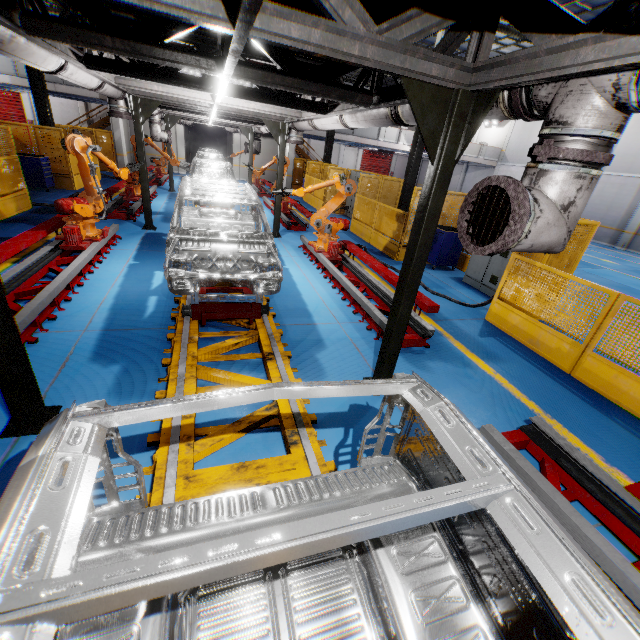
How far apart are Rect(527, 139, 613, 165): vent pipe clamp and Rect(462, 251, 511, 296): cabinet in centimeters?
514cm

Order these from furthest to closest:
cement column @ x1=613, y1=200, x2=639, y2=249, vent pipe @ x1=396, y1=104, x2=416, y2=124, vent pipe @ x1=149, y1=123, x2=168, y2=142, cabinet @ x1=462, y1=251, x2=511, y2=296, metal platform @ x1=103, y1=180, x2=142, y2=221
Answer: cement column @ x1=613, y1=200, x2=639, y2=249 < vent pipe @ x1=149, y1=123, x2=168, y2=142 < metal platform @ x1=103, y1=180, x2=142, y2=221 < cabinet @ x1=462, y1=251, x2=511, y2=296 < vent pipe @ x1=396, y1=104, x2=416, y2=124

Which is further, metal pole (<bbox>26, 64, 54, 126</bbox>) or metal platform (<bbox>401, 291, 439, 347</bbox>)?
metal pole (<bbox>26, 64, 54, 126</bbox>)

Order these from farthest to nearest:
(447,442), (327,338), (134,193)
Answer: (134,193) < (327,338) < (447,442)

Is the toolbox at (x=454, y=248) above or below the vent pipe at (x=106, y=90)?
below

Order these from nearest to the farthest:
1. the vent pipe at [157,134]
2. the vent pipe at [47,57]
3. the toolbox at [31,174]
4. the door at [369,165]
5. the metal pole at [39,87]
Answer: the vent pipe at [47,57], the toolbox at [31,174], the metal pole at [39,87], the vent pipe at [157,134], the door at [369,165]

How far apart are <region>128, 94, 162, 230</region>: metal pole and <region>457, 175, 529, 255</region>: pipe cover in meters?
9.1

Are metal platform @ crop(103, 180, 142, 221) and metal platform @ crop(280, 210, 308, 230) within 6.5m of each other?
→ yes
